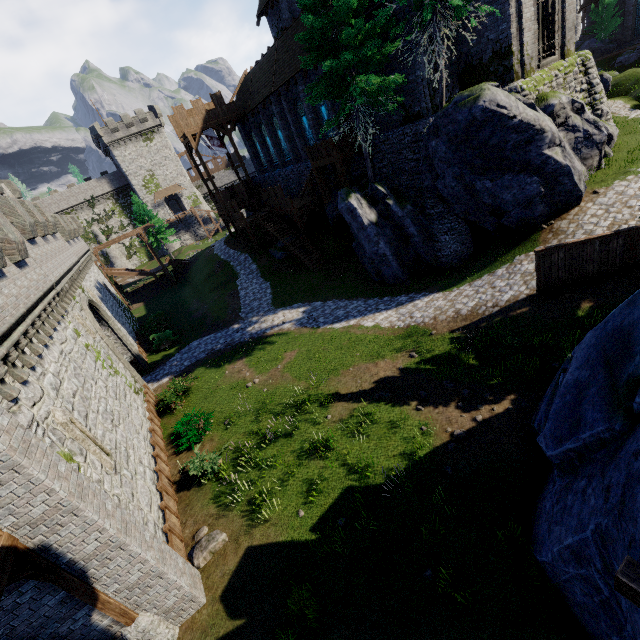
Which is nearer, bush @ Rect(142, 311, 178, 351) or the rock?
the rock

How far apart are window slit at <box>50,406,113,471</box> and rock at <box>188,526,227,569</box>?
3.5m

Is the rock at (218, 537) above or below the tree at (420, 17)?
below

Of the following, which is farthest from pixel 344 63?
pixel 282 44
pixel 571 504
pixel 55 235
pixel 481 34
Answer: pixel 55 235

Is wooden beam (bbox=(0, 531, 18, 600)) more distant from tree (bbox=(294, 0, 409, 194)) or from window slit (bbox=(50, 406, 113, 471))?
tree (bbox=(294, 0, 409, 194))

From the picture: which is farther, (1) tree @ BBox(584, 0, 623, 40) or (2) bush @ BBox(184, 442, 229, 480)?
(1) tree @ BBox(584, 0, 623, 40)

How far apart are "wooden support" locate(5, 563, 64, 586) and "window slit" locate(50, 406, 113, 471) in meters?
3.2

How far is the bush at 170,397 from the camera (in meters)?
17.23
